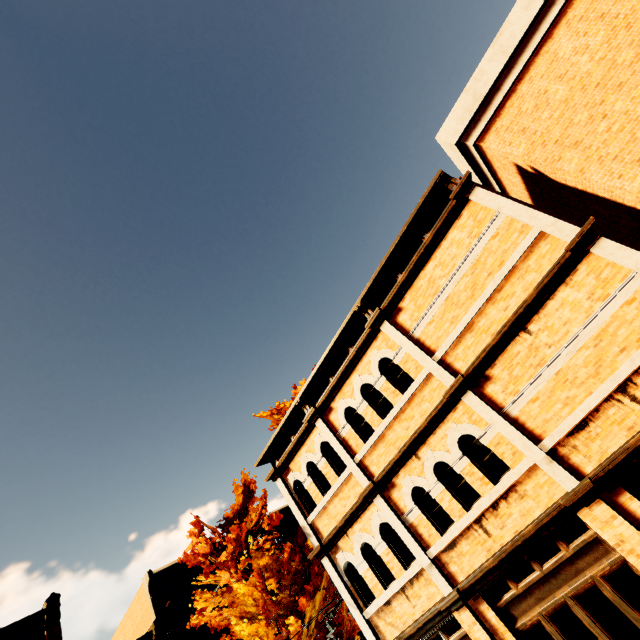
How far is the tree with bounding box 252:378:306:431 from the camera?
19.8 meters

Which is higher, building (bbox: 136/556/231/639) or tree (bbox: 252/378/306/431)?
tree (bbox: 252/378/306/431)

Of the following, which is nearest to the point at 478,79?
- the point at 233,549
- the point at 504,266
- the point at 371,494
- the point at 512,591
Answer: the point at 504,266

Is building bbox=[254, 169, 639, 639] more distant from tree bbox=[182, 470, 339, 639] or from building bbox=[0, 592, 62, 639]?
building bbox=[0, 592, 62, 639]

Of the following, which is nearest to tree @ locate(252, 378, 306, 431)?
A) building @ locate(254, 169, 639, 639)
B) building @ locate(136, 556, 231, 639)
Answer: building @ locate(254, 169, 639, 639)

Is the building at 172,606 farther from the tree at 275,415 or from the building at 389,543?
the building at 389,543

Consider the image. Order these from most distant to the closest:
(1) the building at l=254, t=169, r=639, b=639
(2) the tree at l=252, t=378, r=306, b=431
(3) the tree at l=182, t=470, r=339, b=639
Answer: (2) the tree at l=252, t=378, r=306, b=431 → (3) the tree at l=182, t=470, r=339, b=639 → (1) the building at l=254, t=169, r=639, b=639
